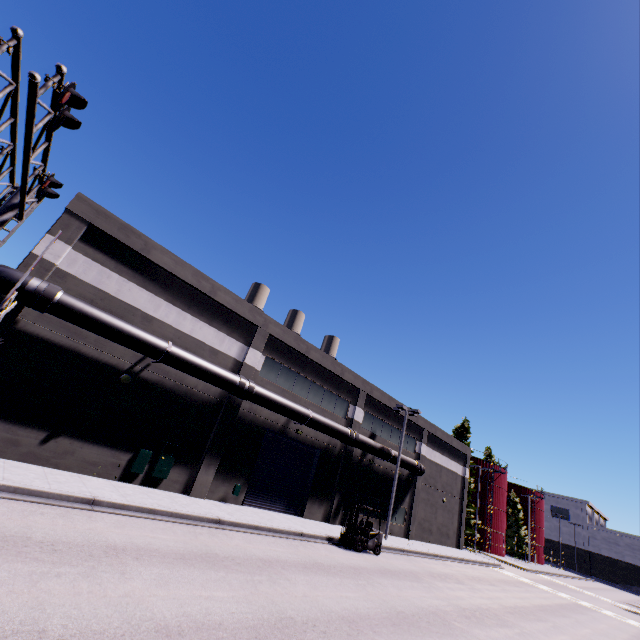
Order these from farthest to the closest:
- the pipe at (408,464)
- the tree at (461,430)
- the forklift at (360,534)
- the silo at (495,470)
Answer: the tree at (461,430), the silo at (495,470), the pipe at (408,464), the forklift at (360,534)

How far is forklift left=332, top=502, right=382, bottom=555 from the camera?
17.38m

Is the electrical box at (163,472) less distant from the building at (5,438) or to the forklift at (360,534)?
the building at (5,438)

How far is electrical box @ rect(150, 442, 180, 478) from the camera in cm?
1554

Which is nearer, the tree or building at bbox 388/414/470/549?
building at bbox 388/414/470/549

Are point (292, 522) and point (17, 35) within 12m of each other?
no

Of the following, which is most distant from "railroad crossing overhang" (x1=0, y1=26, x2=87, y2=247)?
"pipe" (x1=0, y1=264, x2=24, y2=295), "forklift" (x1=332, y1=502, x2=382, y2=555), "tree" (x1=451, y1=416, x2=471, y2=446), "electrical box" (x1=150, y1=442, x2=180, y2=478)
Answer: "tree" (x1=451, y1=416, x2=471, y2=446)

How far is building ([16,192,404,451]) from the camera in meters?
14.4
